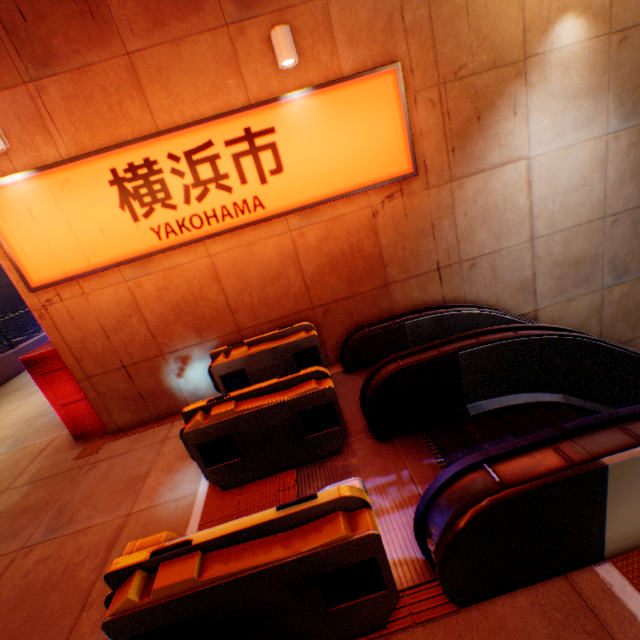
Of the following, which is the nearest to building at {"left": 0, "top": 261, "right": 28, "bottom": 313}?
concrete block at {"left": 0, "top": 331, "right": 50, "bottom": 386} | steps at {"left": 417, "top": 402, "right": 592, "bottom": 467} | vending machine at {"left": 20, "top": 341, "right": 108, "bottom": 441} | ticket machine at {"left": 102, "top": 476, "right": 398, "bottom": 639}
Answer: concrete block at {"left": 0, "top": 331, "right": 50, "bottom": 386}

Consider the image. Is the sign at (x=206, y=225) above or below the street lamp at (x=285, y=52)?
below

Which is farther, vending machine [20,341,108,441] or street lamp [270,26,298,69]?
vending machine [20,341,108,441]

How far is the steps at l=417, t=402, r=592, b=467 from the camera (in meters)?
3.83

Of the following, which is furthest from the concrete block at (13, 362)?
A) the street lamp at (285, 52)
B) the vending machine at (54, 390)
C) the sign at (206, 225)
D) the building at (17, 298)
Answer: the street lamp at (285, 52)

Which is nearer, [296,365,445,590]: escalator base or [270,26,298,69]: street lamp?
[296,365,445,590]: escalator base

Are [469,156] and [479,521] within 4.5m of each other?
no

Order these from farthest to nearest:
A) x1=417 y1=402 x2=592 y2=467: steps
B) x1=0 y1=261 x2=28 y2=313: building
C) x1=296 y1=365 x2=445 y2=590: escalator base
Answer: x1=0 y1=261 x2=28 y2=313: building < x1=417 y1=402 x2=592 y2=467: steps < x1=296 y1=365 x2=445 y2=590: escalator base
